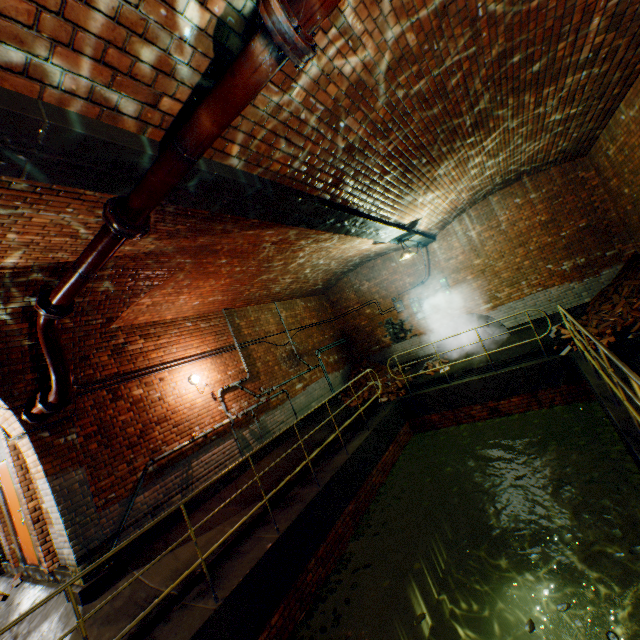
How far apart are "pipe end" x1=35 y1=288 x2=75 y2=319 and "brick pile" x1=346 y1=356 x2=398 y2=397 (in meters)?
9.00

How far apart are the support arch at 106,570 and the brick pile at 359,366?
7.5m

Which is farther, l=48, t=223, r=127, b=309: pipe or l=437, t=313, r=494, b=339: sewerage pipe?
l=437, t=313, r=494, b=339: sewerage pipe

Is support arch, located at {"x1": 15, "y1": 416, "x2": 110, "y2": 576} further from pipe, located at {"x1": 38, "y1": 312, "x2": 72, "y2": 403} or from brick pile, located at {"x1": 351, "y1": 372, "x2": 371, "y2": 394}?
brick pile, located at {"x1": 351, "y1": 372, "x2": 371, "y2": 394}

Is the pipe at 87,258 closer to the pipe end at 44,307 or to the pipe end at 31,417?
the pipe end at 44,307

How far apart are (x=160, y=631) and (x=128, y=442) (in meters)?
2.99

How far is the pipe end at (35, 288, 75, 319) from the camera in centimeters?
383cm

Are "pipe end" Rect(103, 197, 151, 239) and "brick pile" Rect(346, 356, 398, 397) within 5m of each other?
no
